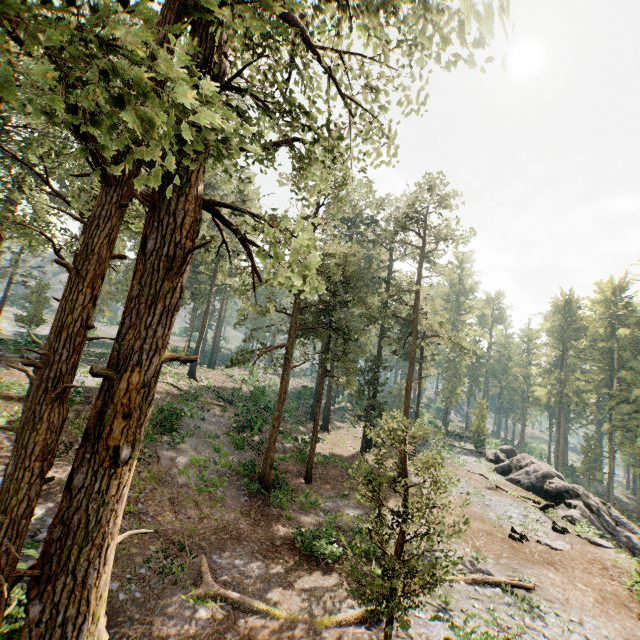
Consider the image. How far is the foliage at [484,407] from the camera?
44.8 meters

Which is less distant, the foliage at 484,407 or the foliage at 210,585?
the foliage at 210,585

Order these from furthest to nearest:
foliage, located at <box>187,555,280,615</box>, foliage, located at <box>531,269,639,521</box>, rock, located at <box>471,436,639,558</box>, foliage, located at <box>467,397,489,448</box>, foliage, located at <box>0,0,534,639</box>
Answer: foliage, located at <box>467,397,489,448</box>
foliage, located at <box>531,269,639,521</box>
rock, located at <box>471,436,639,558</box>
foliage, located at <box>187,555,280,615</box>
foliage, located at <box>0,0,534,639</box>

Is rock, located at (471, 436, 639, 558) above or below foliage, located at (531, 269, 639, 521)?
below

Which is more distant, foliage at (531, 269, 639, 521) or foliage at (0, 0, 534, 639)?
foliage at (531, 269, 639, 521)

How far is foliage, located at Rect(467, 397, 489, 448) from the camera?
44.8 meters

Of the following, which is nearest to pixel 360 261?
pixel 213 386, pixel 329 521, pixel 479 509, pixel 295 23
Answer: pixel 213 386
